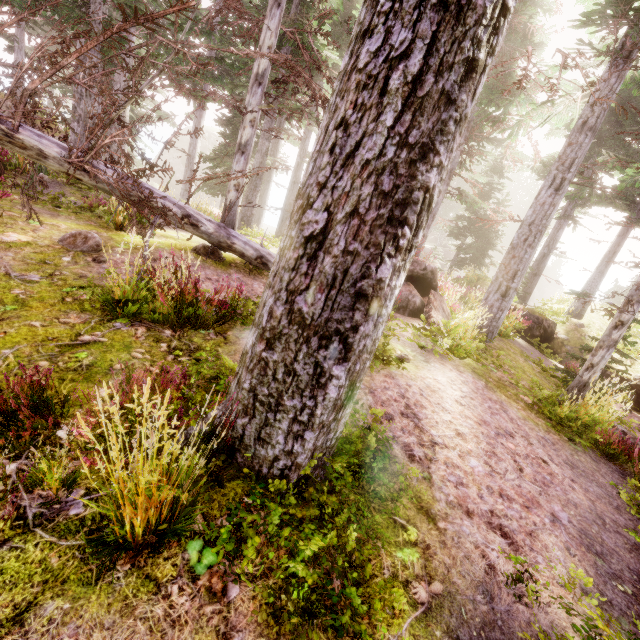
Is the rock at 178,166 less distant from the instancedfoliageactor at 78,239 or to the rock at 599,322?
the instancedfoliageactor at 78,239

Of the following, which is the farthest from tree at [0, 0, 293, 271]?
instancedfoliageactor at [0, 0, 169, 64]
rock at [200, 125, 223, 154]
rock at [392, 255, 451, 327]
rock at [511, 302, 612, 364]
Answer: rock at [200, 125, 223, 154]

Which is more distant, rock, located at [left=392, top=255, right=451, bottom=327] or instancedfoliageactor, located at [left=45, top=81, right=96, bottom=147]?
instancedfoliageactor, located at [left=45, top=81, right=96, bottom=147]

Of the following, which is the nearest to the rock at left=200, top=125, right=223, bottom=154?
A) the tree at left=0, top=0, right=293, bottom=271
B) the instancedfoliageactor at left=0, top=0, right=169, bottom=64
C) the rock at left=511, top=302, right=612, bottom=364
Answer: the instancedfoliageactor at left=0, top=0, right=169, bottom=64

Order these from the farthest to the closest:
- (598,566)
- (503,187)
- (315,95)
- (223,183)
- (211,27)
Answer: (503,187) < (223,183) < (211,27) < (315,95) < (598,566)

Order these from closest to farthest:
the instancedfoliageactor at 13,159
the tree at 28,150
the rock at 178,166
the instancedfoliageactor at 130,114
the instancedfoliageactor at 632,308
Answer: the tree at 28,150 < the instancedfoliageactor at 632,308 < the instancedfoliageactor at 13,159 < the instancedfoliageactor at 130,114 < the rock at 178,166

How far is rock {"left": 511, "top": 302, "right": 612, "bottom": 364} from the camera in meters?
15.0

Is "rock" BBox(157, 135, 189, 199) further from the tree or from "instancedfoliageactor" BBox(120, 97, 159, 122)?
the tree
